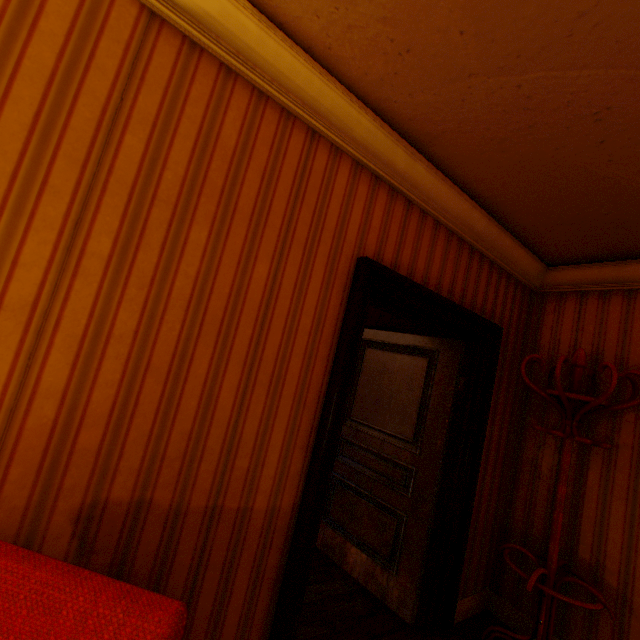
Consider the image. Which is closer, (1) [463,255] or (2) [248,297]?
(2) [248,297]

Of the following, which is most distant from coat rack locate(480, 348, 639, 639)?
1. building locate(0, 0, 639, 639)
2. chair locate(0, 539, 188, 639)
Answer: chair locate(0, 539, 188, 639)

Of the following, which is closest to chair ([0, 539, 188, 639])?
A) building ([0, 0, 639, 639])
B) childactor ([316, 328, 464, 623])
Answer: building ([0, 0, 639, 639])

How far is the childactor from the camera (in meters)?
2.62

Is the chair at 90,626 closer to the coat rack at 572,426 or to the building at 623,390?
the building at 623,390

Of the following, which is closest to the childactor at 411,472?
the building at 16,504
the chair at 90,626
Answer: the building at 16,504

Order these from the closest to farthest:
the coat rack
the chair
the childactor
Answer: the chair < the coat rack < the childactor
